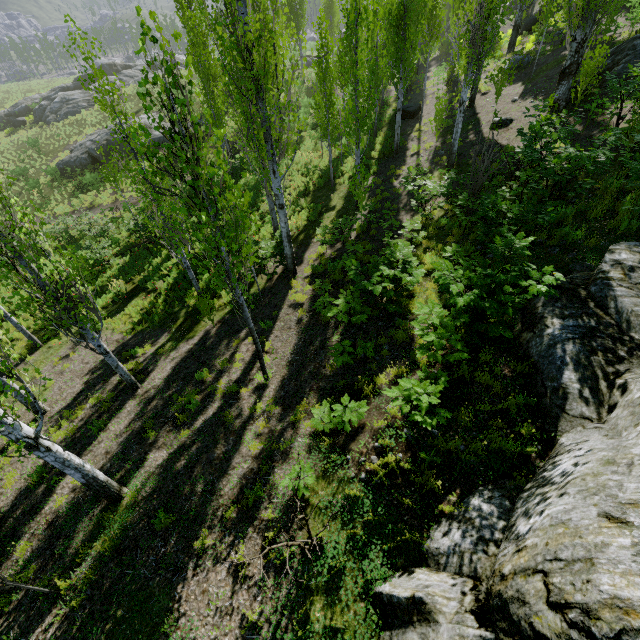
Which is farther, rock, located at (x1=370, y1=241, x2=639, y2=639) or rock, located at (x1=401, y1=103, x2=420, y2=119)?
rock, located at (x1=401, y1=103, x2=420, y2=119)

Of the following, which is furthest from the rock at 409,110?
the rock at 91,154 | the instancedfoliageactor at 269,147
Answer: the rock at 91,154

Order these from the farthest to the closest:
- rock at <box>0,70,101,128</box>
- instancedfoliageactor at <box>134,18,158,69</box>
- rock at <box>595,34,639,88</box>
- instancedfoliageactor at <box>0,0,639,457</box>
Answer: rock at <box>0,70,101,128</box>
rock at <box>595,34,639,88</box>
instancedfoliageactor at <box>0,0,639,457</box>
instancedfoliageactor at <box>134,18,158,69</box>

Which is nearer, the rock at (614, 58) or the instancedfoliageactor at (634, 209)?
the instancedfoliageactor at (634, 209)

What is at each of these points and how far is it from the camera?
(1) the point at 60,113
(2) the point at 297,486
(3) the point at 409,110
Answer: (1) rock, 39.6m
(2) instancedfoliageactor, 4.4m
(3) rock, 22.2m

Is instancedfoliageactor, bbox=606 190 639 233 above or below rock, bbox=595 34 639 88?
below

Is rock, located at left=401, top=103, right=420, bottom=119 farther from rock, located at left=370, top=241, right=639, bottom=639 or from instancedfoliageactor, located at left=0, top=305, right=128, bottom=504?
rock, located at left=370, top=241, right=639, bottom=639

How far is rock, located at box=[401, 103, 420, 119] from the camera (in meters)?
22.11
